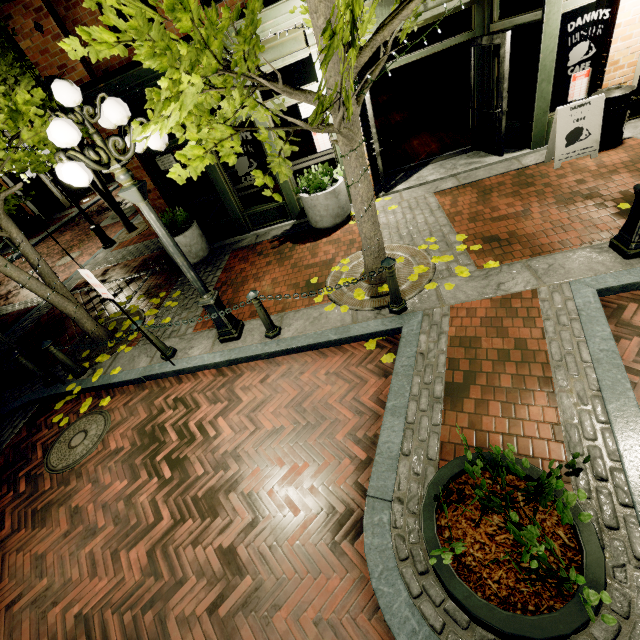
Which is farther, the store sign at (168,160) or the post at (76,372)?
the store sign at (168,160)

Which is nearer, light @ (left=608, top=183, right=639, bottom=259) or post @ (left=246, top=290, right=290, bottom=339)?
light @ (left=608, top=183, right=639, bottom=259)

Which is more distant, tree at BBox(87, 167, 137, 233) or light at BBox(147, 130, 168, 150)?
tree at BBox(87, 167, 137, 233)

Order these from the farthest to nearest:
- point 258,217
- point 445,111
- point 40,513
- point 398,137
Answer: point 445,111
point 398,137
point 258,217
point 40,513

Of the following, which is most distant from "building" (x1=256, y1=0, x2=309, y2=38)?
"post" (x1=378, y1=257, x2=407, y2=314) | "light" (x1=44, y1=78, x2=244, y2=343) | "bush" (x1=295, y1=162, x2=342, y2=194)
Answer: "post" (x1=378, y1=257, x2=407, y2=314)

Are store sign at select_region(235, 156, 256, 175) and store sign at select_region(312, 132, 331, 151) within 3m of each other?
yes

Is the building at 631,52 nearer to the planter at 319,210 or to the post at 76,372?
the planter at 319,210

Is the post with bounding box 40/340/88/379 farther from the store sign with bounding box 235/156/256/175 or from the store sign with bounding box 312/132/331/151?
the store sign with bounding box 312/132/331/151
